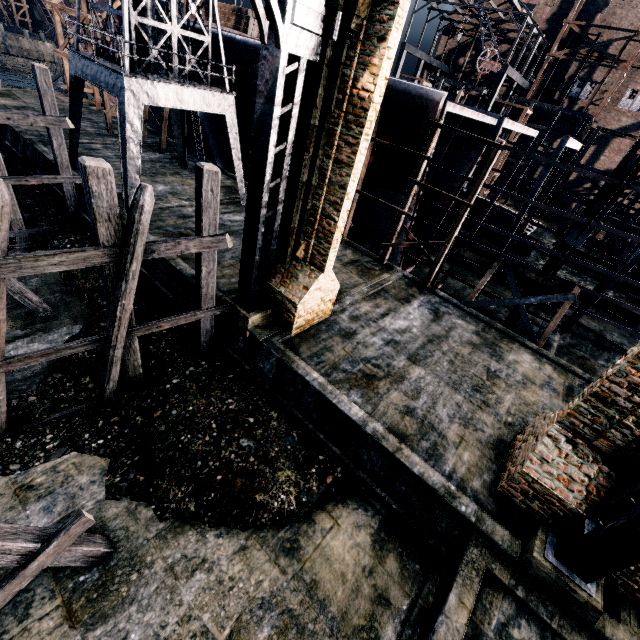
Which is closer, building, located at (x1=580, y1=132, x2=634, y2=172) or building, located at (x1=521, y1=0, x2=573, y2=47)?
building, located at (x1=580, y1=132, x2=634, y2=172)

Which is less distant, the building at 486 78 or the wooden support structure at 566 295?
the wooden support structure at 566 295

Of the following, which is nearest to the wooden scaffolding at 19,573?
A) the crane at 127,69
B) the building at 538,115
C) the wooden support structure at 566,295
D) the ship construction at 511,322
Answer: the crane at 127,69

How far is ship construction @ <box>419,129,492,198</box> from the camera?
15.84m

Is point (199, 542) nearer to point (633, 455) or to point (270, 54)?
point (633, 455)

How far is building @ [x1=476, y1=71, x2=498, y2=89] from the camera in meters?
48.9 m

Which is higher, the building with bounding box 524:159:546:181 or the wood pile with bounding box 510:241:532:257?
the building with bounding box 524:159:546:181

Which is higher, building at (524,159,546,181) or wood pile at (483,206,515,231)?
building at (524,159,546,181)
